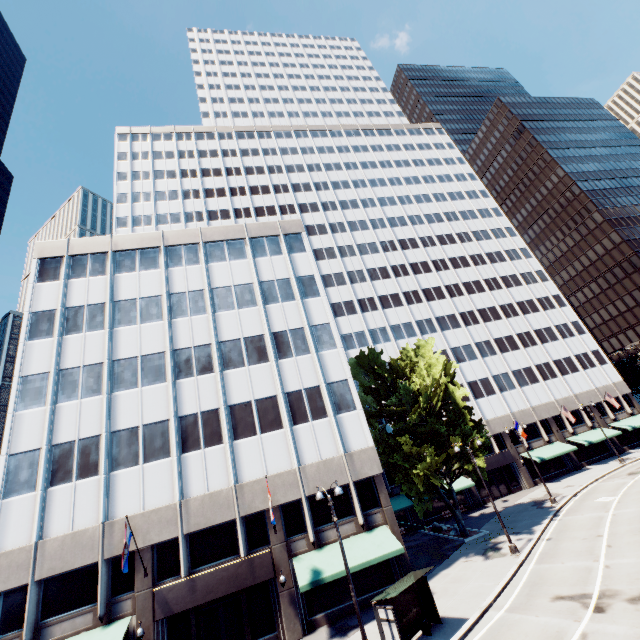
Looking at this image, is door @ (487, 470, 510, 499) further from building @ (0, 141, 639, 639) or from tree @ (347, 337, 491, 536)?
tree @ (347, 337, 491, 536)

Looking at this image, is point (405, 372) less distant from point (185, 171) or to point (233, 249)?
point (233, 249)

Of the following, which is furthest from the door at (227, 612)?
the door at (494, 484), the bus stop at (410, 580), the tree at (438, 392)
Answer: the door at (494, 484)

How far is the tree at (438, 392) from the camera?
26.3m

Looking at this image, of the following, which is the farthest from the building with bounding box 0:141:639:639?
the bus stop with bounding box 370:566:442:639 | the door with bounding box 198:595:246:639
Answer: the bus stop with bounding box 370:566:442:639

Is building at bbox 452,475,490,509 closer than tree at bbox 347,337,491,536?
No
